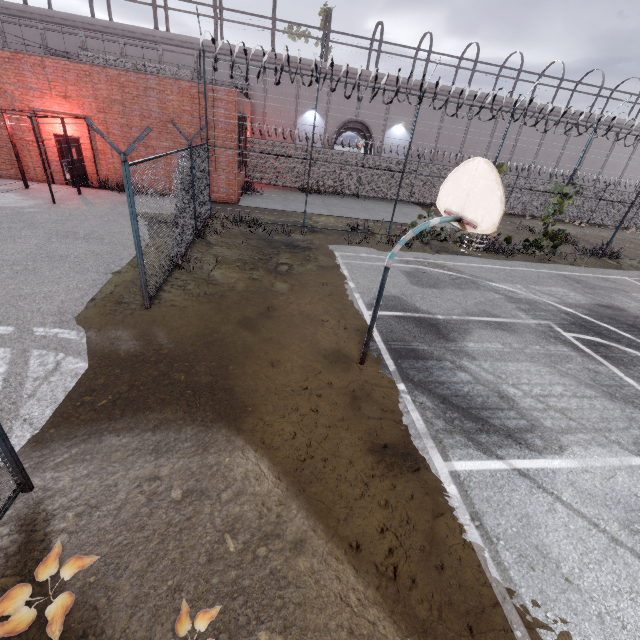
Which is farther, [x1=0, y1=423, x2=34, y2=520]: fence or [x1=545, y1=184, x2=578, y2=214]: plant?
[x1=545, y1=184, x2=578, y2=214]: plant

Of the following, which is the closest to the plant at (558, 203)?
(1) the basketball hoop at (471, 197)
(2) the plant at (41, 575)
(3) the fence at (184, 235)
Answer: (3) the fence at (184, 235)

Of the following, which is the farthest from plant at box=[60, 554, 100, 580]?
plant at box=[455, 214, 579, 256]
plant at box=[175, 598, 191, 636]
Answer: plant at box=[455, 214, 579, 256]

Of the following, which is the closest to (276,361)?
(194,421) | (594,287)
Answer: (194,421)

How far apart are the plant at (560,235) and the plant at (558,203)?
0.13m

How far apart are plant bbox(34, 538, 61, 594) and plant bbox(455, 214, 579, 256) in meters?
18.7 m

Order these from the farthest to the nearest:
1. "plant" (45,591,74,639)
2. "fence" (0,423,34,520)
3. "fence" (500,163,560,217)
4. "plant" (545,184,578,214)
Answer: "fence" (500,163,560,217) → "plant" (545,184,578,214) → "fence" (0,423,34,520) → "plant" (45,591,74,639)

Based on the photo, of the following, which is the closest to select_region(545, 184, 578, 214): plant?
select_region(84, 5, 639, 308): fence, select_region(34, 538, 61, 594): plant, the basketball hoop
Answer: select_region(84, 5, 639, 308): fence
